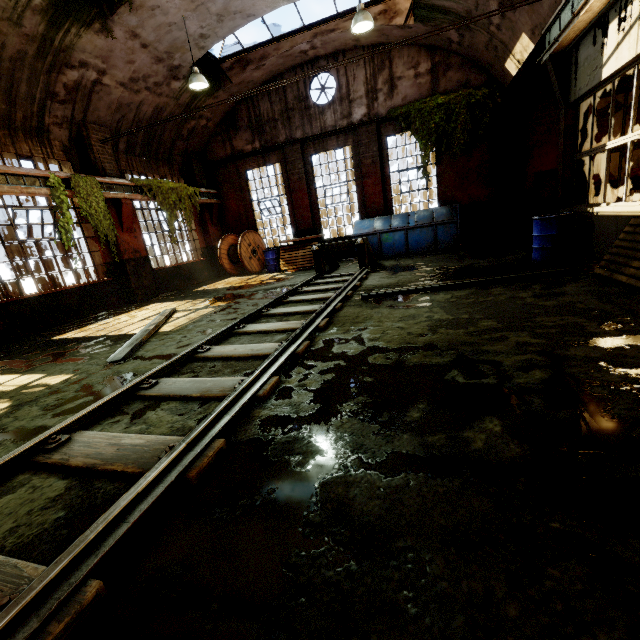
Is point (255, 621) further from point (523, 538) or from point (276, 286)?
point (276, 286)

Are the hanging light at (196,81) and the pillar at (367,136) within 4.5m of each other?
no

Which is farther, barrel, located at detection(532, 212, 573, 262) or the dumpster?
the dumpster

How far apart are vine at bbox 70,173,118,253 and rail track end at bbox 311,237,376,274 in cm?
599

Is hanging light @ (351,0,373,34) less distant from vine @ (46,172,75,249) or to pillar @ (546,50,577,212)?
pillar @ (546,50,577,212)

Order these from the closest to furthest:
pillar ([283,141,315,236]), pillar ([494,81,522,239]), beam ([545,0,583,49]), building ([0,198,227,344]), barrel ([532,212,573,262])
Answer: beam ([545,0,583,49]) < barrel ([532,212,573,262]) < building ([0,198,227,344]) < pillar ([494,81,522,239]) < pillar ([283,141,315,236])

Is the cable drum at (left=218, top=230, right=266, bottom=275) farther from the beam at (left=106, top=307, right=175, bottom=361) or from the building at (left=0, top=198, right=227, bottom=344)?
the beam at (left=106, top=307, right=175, bottom=361)

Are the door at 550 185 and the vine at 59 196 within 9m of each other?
no
